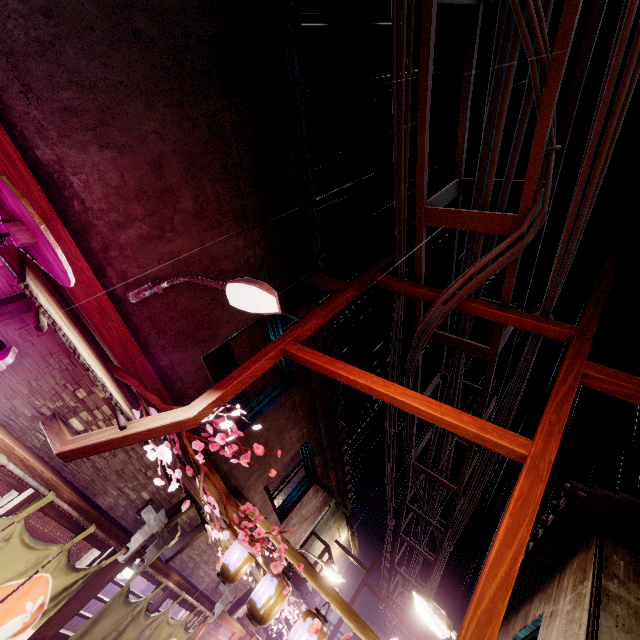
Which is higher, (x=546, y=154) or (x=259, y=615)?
(x=546, y=154)

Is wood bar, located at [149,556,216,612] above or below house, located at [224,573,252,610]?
below

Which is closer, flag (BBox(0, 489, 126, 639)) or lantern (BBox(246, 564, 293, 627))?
flag (BBox(0, 489, 126, 639))

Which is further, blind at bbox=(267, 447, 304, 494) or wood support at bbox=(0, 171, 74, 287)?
blind at bbox=(267, 447, 304, 494)

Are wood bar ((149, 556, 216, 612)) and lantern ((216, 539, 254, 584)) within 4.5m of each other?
yes

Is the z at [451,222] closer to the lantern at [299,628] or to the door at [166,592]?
the lantern at [299,628]

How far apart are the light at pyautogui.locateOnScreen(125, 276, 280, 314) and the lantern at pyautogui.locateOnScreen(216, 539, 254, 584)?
8.2m

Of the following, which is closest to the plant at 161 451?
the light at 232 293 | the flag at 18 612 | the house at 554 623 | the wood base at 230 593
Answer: the light at 232 293
